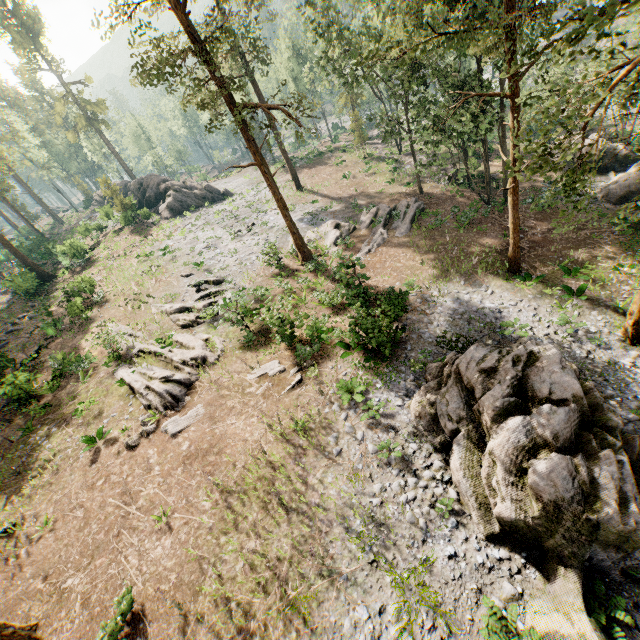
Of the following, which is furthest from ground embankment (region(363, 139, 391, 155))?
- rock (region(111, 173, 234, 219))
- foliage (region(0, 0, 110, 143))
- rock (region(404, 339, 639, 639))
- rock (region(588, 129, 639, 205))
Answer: rock (region(404, 339, 639, 639))

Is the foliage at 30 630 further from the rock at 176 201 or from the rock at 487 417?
the rock at 487 417

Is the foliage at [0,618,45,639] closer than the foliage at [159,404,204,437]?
Yes

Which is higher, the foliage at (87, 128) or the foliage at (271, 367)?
the foliage at (87, 128)

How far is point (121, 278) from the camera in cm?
2977

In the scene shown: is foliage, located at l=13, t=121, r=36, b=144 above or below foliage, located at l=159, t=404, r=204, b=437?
above

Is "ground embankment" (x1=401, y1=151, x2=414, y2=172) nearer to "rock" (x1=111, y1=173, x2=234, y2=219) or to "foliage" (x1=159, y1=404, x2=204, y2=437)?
"foliage" (x1=159, y1=404, x2=204, y2=437)

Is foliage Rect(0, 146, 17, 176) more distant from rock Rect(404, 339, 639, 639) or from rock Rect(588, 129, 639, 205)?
rock Rect(404, 339, 639, 639)
